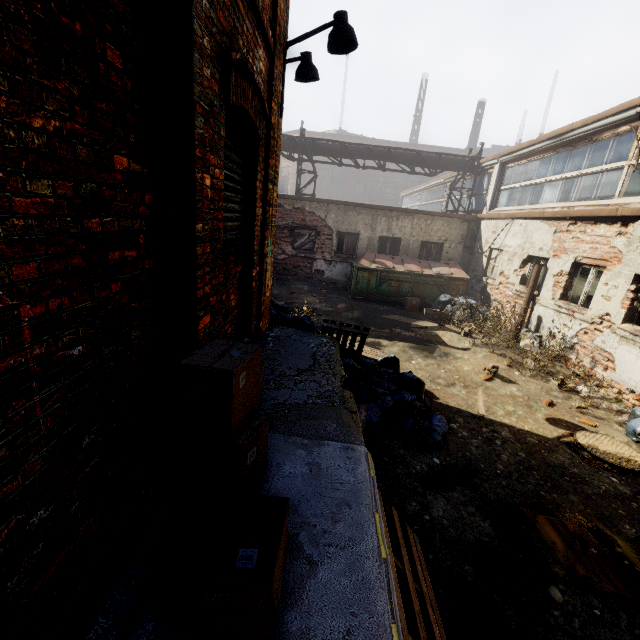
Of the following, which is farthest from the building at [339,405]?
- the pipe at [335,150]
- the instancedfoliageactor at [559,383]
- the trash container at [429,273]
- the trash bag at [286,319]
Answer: the trash container at [429,273]

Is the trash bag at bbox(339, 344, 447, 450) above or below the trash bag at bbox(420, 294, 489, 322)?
below

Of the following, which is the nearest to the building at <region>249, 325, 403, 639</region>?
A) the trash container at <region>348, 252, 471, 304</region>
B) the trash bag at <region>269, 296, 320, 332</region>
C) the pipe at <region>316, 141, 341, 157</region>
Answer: the trash bag at <region>269, 296, 320, 332</region>

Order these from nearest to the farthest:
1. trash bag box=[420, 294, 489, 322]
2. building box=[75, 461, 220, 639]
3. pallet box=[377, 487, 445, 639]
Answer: building box=[75, 461, 220, 639], pallet box=[377, 487, 445, 639], trash bag box=[420, 294, 489, 322]

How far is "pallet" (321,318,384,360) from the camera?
5.8m

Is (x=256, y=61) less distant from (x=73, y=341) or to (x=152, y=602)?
(x=73, y=341)

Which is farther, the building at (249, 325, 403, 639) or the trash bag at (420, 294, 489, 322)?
the trash bag at (420, 294, 489, 322)

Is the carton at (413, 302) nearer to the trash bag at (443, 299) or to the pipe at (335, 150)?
the trash bag at (443, 299)
